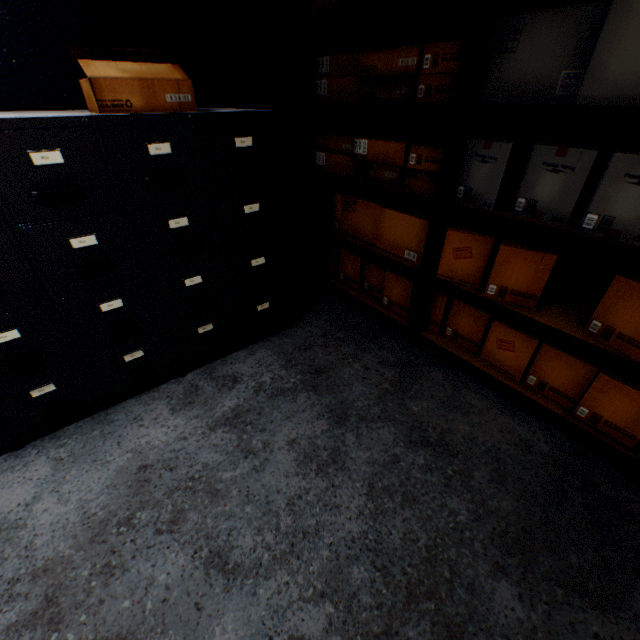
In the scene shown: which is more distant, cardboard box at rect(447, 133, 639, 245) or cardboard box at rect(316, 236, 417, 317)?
cardboard box at rect(316, 236, 417, 317)

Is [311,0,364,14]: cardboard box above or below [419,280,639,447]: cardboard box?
above

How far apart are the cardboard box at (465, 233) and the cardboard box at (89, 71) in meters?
1.4 m

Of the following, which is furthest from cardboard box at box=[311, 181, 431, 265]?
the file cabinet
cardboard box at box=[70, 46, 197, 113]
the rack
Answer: cardboard box at box=[70, 46, 197, 113]

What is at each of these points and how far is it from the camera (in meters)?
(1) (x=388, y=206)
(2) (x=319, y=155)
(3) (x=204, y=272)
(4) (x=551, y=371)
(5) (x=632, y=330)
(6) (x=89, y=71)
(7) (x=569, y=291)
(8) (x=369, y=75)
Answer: (1) cardboard box, 2.03
(2) cardboard box, 2.31
(3) file cabinet, 1.74
(4) cardboard box, 1.60
(5) cardboard box, 1.26
(6) cardboard box, 1.21
(7) rack, 1.72
(8) cardboard box, 1.76

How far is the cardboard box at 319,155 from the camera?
1.7m

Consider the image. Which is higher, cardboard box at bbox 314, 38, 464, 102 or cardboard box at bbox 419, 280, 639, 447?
cardboard box at bbox 314, 38, 464, 102

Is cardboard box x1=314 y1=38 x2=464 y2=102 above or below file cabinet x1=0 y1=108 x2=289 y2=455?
above
